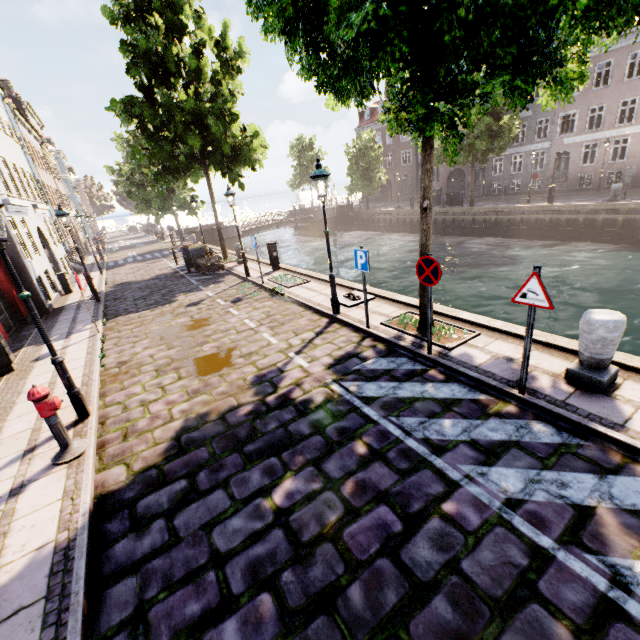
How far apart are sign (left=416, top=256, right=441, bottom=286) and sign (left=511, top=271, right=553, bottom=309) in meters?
1.2 m

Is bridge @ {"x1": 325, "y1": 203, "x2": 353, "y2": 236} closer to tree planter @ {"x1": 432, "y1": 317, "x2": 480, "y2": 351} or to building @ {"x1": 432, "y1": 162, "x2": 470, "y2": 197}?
building @ {"x1": 432, "y1": 162, "x2": 470, "y2": 197}

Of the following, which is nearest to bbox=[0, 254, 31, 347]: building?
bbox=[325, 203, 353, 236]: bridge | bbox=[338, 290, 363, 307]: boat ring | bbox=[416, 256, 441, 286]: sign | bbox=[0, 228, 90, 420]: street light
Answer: bbox=[325, 203, 353, 236]: bridge

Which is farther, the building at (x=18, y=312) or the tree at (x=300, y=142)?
the tree at (x=300, y=142)

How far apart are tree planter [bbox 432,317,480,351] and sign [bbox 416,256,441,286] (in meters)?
1.43

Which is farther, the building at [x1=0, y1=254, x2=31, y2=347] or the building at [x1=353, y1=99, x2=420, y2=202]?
the building at [x1=353, y1=99, x2=420, y2=202]

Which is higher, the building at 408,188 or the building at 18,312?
the building at 408,188

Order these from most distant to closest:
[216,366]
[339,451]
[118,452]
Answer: [216,366] → [118,452] → [339,451]
